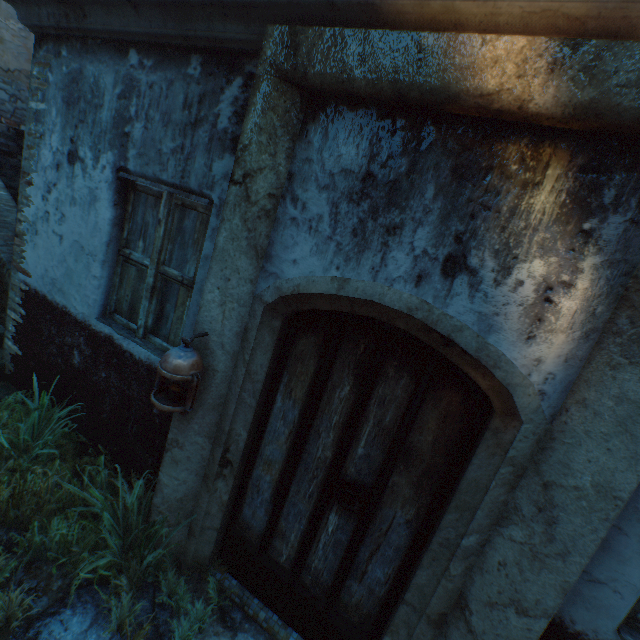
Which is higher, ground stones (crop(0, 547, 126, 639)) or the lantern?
the lantern

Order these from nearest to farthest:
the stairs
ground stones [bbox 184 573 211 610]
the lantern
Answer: the lantern → ground stones [bbox 184 573 211 610] → the stairs

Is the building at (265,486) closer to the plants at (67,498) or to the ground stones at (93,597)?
the ground stones at (93,597)

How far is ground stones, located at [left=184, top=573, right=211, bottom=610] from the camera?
2.39m

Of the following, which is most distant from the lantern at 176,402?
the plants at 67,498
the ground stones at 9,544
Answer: the ground stones at 9,544

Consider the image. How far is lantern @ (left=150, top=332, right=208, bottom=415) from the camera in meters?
1.9

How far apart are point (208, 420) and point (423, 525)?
1.5 meters

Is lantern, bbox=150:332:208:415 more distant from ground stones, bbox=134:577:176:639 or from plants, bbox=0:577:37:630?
ground stones, bbox=134:577:176:639
